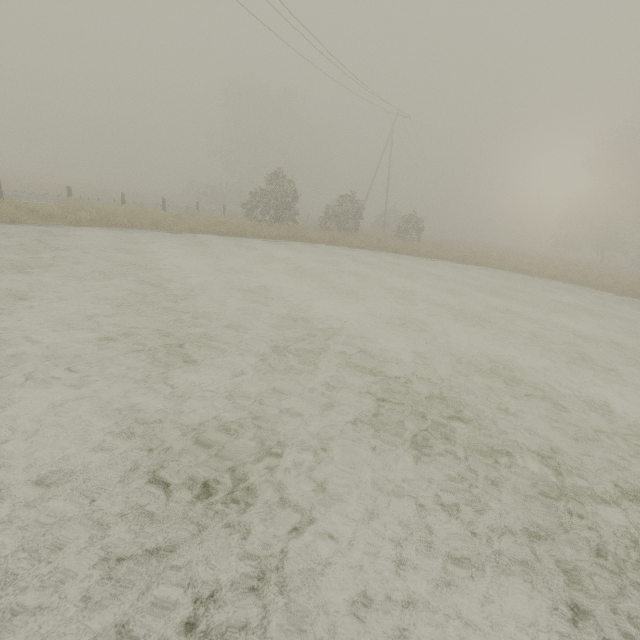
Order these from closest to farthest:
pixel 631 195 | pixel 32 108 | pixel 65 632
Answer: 1. pixel 65 632
2. pixel 631 195
3. pixel 32 108
